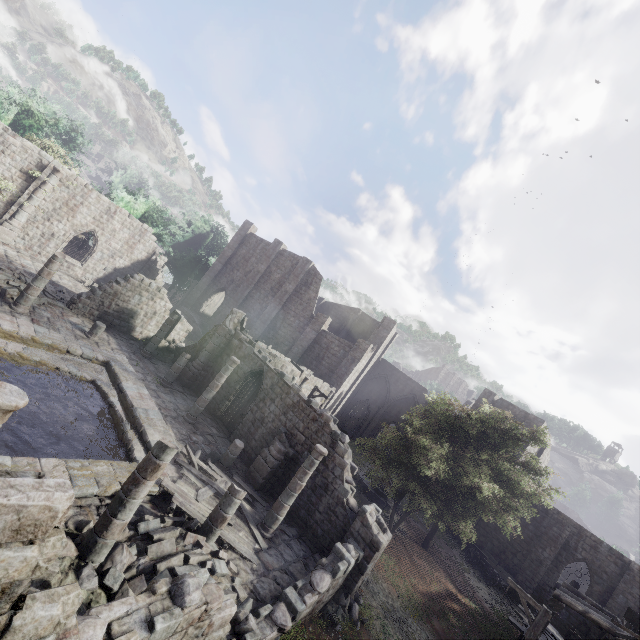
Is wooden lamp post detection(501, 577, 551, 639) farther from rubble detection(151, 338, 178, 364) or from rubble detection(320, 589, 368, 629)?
rubble detection(151, 338, 178, 364)

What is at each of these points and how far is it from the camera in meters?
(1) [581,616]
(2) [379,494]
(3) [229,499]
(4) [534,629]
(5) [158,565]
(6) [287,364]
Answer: (1) building, 22.7 m
(2) fountain, 25.5 m
(3) building, 9.7 m
(4) wooden lamp post, 11.9 m
(5) rubble, 7.8 m
(6) stone arch, 23.5 m

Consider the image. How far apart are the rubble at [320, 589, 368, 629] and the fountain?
12.0m

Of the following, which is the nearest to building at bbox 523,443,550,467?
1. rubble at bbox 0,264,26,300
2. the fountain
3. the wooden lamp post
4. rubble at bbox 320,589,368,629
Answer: rubble at bbox 0,264,26,300

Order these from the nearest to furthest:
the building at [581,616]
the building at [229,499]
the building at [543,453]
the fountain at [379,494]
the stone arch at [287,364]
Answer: the building at [229,499] < the building at [581,616] < the stone arch at [287,364] < the fountain at [379,494] < the building at [543,453]

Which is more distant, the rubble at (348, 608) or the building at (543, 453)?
the building at (543, 453)

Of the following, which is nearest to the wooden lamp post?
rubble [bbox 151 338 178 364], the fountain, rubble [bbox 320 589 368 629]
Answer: rubble [bbox 320 589 368 629]

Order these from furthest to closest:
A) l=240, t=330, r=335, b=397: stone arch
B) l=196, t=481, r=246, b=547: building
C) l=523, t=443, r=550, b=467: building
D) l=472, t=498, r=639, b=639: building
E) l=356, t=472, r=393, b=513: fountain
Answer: l=523, t=443, r=550, b=467: building < l=356, t=472, r=393, b=513: fountain < l=240, t=330, r=335, b=397: stone arch < l=472, t=498, r=639, b=639: building < l=196, t=481, r=246, b=547: building
